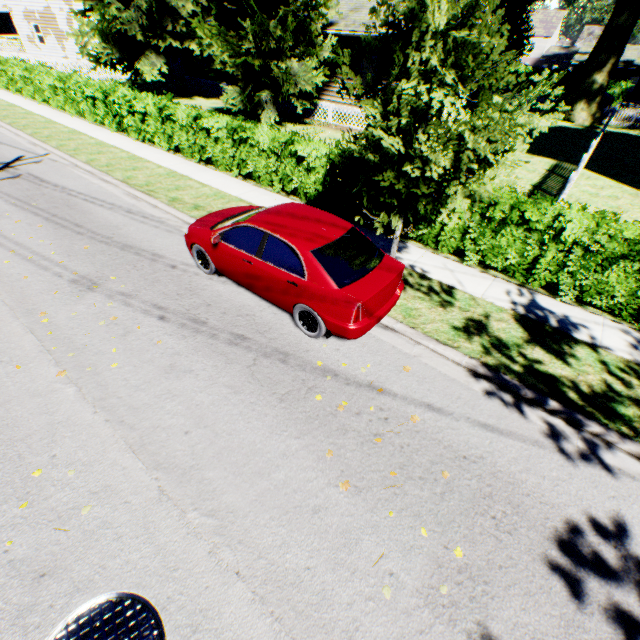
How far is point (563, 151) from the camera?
18.69m

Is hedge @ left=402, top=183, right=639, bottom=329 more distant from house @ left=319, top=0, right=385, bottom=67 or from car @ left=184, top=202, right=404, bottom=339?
house @ left=319, top=0, right=385, bottom=67

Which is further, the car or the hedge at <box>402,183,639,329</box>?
the hedge at <box>402,183,639,329</box>

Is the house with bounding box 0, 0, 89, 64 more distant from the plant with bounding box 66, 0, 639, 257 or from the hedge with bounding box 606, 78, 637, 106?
the hedge with bounding box 606, 78, 637, 106

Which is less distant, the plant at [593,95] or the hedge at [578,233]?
the plant at [593,95]

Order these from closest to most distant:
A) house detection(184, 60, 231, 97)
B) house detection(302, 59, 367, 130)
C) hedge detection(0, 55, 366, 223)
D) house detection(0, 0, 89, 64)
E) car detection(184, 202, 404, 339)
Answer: car detection(184, 202, 404, 339)
hedge detection(0, 55, 366, 223)
house detection(302, 59, 367, 130)
house detection(184, 60, 231, 97)
house detection(0, 0, 89, 64)

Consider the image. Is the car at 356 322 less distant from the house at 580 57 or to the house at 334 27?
the house at 334 27

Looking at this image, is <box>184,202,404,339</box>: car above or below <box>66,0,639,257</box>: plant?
below
